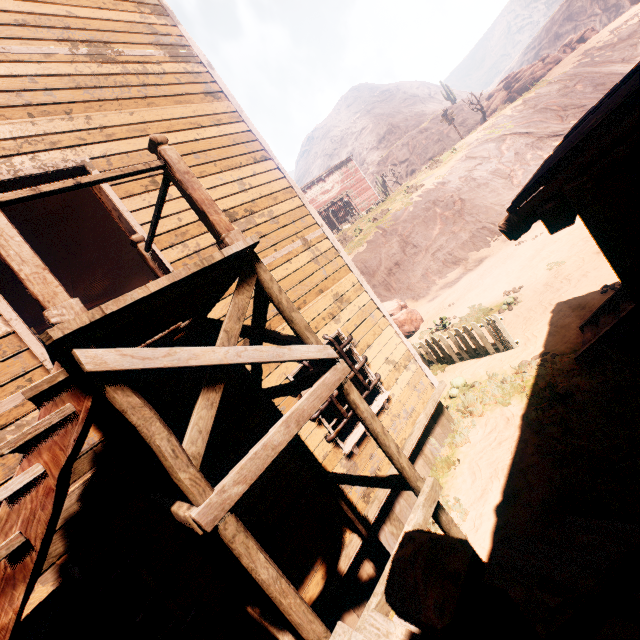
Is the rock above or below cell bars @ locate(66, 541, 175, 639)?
above

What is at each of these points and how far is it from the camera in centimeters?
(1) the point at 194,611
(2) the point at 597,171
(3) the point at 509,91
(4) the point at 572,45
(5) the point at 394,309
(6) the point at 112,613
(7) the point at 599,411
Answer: (1) cell bars, 329cm
(2) building, 206cm
(3) rock, 3691cm
(4) instancedfoliageactor, 3700cm
(5) instancedfoliageactor, 1442cm
(6) cell bars, 291cm
(7) z, 488cm

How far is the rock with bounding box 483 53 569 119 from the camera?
34.1 meters

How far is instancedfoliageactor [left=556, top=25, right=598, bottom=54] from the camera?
36.00m

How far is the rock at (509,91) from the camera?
34.1 meters

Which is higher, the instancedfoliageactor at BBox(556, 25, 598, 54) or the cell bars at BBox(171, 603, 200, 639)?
the instancedfoliageactor at BBox(556, 25, 598, 54)

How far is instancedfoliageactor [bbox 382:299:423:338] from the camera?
13.92m

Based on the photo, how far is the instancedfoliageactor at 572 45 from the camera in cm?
3600
